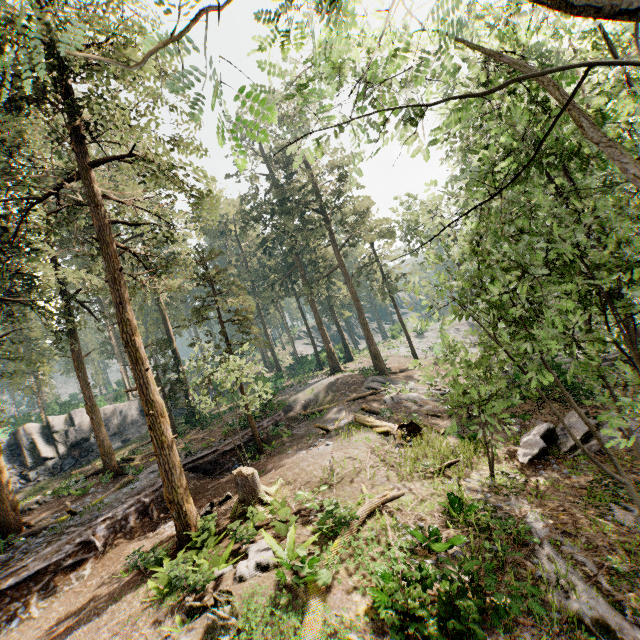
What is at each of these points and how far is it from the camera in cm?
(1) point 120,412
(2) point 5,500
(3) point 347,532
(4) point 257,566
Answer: (1) rock, 3512
(2) foliage, 1517
(3) foliage, 973
(4) foliage, 879

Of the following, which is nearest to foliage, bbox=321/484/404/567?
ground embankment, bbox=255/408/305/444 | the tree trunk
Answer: ground embankment, bbox=255/408/305/444

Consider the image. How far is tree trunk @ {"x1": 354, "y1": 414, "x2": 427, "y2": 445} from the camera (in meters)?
17.11

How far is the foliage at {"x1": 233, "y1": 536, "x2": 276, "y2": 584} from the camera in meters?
8.5

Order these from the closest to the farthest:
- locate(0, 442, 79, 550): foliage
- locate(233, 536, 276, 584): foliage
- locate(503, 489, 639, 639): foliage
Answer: locate(503, 489, 639, 639): foliage
locate(233, 536, 276, 584): foliage
locate(0, 442, 79, 550): foliage

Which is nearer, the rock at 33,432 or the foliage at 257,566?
the foliage at 257,566

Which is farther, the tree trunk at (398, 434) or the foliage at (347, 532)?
the tree trunk at (398, 434)
